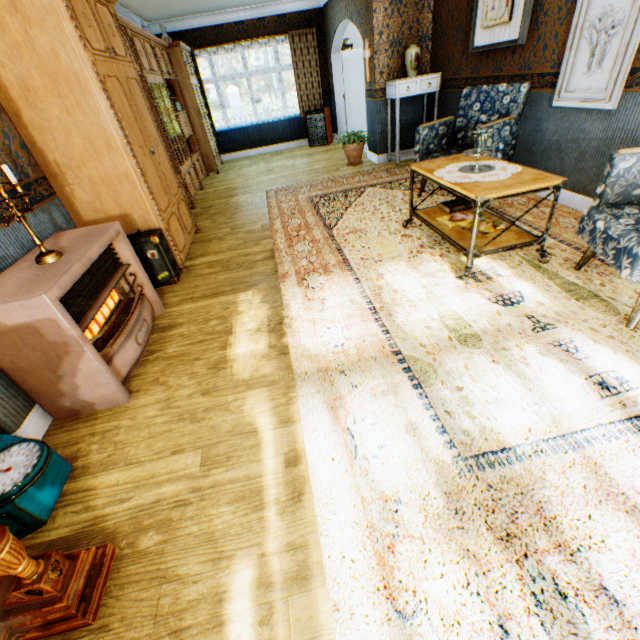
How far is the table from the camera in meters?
2.4 m

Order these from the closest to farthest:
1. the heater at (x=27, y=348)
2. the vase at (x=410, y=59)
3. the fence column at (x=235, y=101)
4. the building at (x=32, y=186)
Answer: the heater at (x=27, y=348) < the building at (x=32, y=186) < the vase at (x=410, y=59) < the fence column at (x=235, y=101)

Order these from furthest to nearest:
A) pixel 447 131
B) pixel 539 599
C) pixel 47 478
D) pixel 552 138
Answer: pixel 447 131
pixel 552 138
pixel 47 478
pixel 539 599

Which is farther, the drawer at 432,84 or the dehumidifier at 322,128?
the dehumidifier at 322,128

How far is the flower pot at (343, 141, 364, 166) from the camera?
6.5m

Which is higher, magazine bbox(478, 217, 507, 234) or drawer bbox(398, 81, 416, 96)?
drawer bbox(398, 81, 416, 96)

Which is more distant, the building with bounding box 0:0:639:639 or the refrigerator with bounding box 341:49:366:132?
the refrigerator with bounding box 341:49:366:132

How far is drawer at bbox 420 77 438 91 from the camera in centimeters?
551cm
